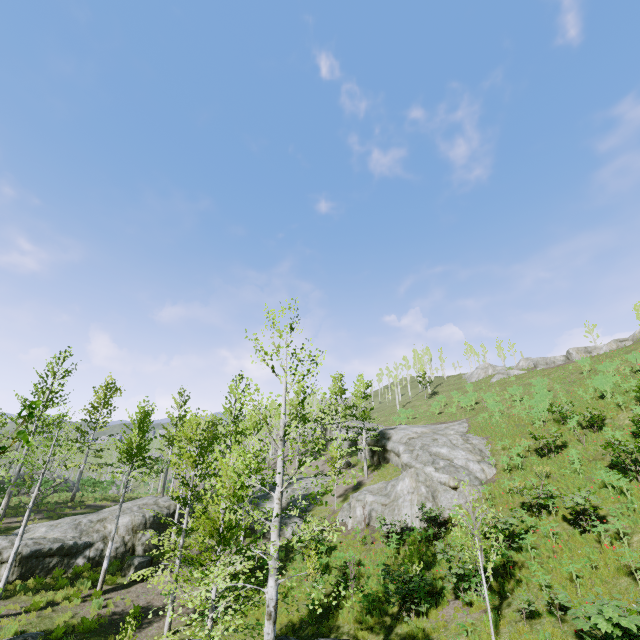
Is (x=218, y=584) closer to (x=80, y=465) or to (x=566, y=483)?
(x=566, y=483)

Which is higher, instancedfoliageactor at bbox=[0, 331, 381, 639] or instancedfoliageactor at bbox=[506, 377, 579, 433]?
instancedfoliageactor at bbox=[506, 377, 579, 433]

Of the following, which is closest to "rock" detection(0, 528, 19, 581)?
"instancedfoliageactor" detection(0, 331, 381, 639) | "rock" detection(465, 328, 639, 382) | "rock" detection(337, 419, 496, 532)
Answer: "instancedfoliageactor" detection(0, 331, 381, 639)

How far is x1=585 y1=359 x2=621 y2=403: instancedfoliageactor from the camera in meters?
22.1

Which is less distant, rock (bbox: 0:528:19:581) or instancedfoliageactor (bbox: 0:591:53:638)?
instancedfoliageactor (bbox: 0:591:53:638)

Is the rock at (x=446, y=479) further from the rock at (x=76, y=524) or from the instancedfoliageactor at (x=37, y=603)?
the rock at (x=76, y=524)

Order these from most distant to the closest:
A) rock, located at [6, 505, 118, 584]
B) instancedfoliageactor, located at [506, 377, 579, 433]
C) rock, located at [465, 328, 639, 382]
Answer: rock, located at [465, 328, 639, 382]
instancedfoliageactor, located at [506, 377, 579, 433]
rock, located at [6, 505, 118, 584]

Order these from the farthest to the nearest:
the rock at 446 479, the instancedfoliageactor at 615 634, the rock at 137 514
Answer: the rock at 446 479, the rock at 137 514, the instancedfoliageactor at 615 634
